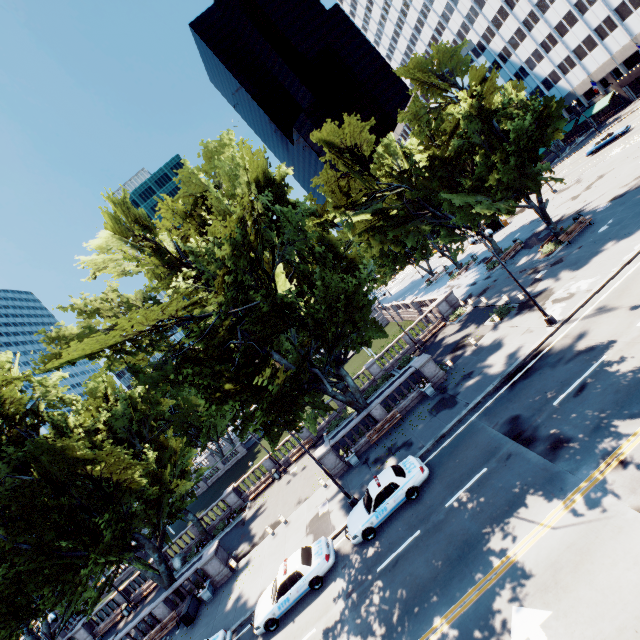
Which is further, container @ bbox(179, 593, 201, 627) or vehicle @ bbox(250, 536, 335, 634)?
container @ bbox(179, 593, 201, 627)

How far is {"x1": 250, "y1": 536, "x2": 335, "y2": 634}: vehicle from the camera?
15.7 meters

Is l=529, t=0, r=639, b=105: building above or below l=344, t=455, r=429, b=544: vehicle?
above

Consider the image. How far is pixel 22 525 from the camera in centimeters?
1991cm

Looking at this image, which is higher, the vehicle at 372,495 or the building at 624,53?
the building at 624,53

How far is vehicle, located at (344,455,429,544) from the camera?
16.00m

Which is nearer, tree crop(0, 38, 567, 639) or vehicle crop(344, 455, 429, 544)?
vehicle crop(344, 455, 429, 544)

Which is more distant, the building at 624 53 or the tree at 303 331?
the building at 624 53
